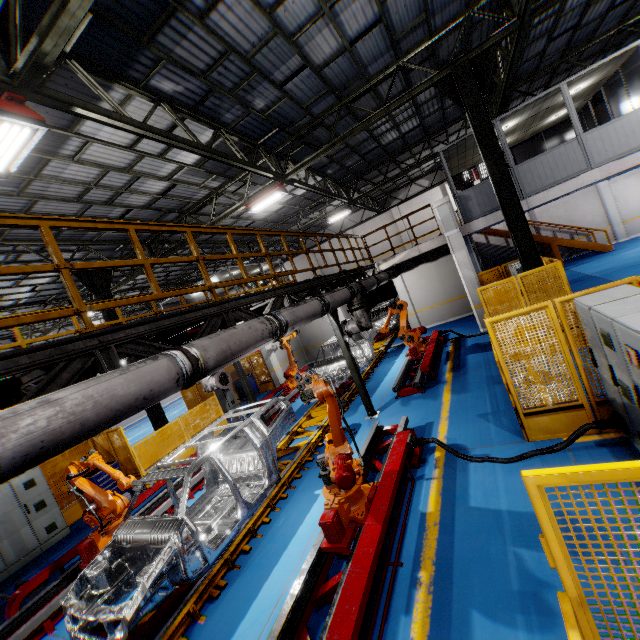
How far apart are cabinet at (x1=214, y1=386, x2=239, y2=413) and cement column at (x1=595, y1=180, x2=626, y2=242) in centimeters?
2433cm

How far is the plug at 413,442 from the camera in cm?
582

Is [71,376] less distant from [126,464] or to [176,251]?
[126,464]

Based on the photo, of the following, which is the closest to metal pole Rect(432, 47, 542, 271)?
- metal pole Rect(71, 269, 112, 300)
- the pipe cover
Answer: the pipe cover

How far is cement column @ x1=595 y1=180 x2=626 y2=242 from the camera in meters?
19.3 m

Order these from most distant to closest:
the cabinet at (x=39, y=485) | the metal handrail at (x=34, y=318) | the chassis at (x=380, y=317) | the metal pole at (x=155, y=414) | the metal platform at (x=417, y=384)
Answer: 1. the chassis at (x=380, y=317)
2. the metal pole at (x=155, y=414)
3. the metal platform at (x=417, y=384)
4. the cabinet at (x=39, y=485)
5. the metal handrail at (x=34, y=318)

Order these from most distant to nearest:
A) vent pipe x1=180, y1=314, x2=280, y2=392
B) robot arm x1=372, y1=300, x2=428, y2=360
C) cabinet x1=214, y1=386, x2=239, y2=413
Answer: cabinet x1=214, y1=386, x2=239, y2=413
robot arm x1=372, y1=300, x2=428, y2=360
vent pipe x1=180, y1=314, x2=280, y2=392

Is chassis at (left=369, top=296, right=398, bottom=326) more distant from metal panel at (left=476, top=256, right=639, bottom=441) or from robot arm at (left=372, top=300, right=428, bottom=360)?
metal panel at (left=476, top=256, right=639, bottom=441)
